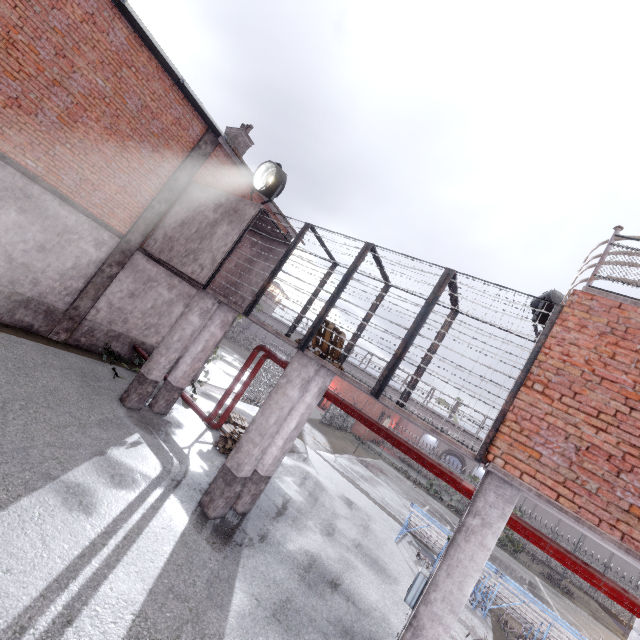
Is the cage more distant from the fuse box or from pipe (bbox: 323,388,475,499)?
the fuse box

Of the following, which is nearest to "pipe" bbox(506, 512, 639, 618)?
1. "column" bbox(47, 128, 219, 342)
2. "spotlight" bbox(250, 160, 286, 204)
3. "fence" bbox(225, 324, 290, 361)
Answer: "fence" bbox(225, 324, 290, 361)

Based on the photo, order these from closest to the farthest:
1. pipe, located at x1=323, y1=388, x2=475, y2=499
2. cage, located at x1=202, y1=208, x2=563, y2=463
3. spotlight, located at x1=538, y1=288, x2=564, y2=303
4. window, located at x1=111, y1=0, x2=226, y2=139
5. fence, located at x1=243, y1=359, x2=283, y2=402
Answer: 1. cage, located at x1=202, y1=208, x2=563, y2=463
2. pipe, located at x1=323, y1=388, x2=475, y2=499
3. spotlight, located at x1=538, y1=288, x2=564, y2=303
4. window, located at x1=111, y1=0, x2=226, y2=139
5. fence, located at x1=243, y1=359, x2=283, y2=402

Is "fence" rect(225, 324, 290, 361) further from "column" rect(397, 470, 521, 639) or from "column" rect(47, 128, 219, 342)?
"column" rect(47, 128, 219, 342)

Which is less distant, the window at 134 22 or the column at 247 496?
the column at 247 496

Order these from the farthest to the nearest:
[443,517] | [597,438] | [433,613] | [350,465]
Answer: [443,517] < [350,465] < [433,613] < [597,438]

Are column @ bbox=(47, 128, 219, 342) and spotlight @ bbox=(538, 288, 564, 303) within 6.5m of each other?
no

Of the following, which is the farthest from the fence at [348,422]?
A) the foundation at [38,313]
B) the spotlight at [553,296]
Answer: the foundation at [38,313]
